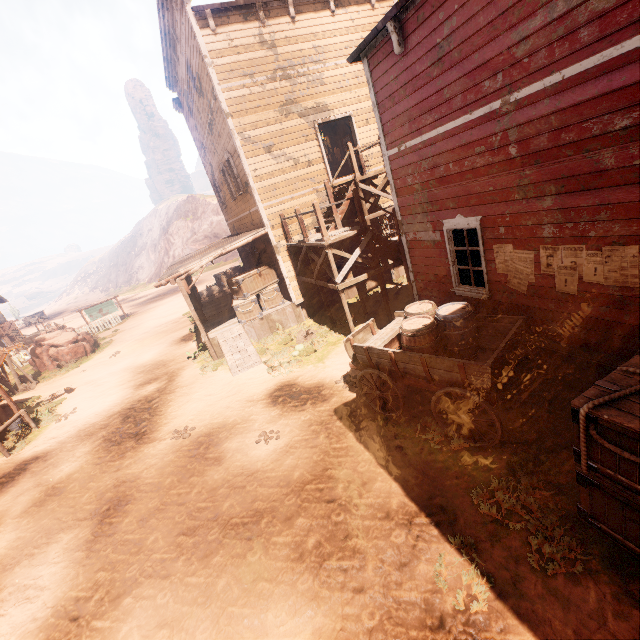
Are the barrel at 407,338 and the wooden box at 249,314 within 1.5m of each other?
no

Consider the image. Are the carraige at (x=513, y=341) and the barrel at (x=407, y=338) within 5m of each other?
yes

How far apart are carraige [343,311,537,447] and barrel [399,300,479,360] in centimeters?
2cm

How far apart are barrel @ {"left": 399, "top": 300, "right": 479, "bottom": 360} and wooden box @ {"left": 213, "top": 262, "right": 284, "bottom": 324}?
7.5 meters

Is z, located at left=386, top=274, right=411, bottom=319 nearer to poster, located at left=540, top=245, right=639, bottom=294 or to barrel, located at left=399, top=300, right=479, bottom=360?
barrel, located at left=399, top=300, right=479, bottom=360

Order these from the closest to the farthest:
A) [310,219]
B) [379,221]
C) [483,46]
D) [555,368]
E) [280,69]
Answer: [483,46] → [555,368] → [280,69] → [310,219] → [379,221]

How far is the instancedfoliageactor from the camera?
19.88m

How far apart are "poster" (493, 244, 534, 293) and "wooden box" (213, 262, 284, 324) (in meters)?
8.91
